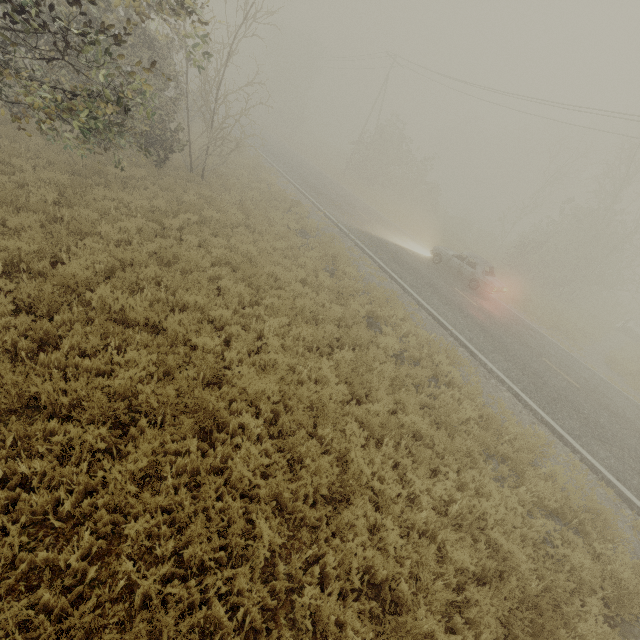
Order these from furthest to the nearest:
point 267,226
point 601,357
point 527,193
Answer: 1. point 527,193
2. point 601,357
3. point 267,226

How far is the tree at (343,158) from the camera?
→ 46.0m

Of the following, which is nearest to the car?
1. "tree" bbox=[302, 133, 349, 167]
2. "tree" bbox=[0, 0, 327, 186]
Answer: "tree" bbox=[0, 0, 327, 186]

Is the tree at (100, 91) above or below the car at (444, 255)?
above

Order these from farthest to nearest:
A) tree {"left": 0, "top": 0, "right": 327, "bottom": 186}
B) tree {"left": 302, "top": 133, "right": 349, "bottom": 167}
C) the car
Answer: tree {"left": 302, "top": 133, "right": 349, "bottom": 167}, the car, tree {"left": 0, "top": 0, "right": 327, "bottom": 186}

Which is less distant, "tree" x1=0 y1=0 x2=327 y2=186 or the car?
"tree" x1=0 y1=0 x2=327 y2=186

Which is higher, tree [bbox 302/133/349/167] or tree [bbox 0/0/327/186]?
tree [bbox 0/0/327/186]
